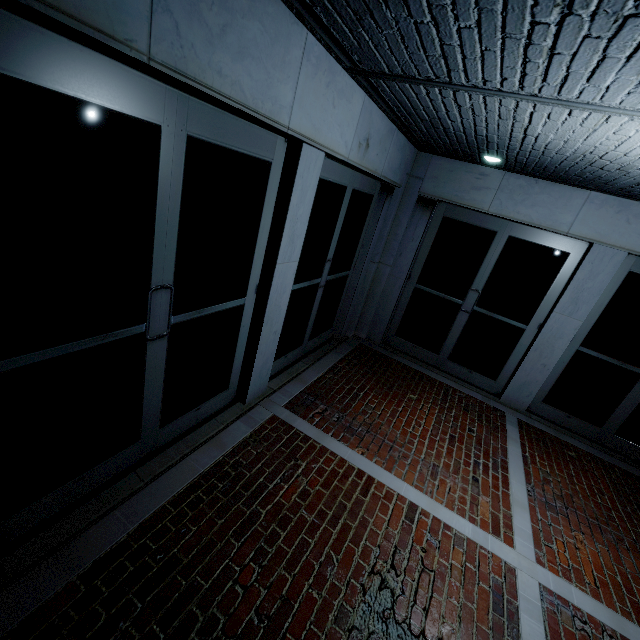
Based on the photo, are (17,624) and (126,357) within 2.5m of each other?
yes
